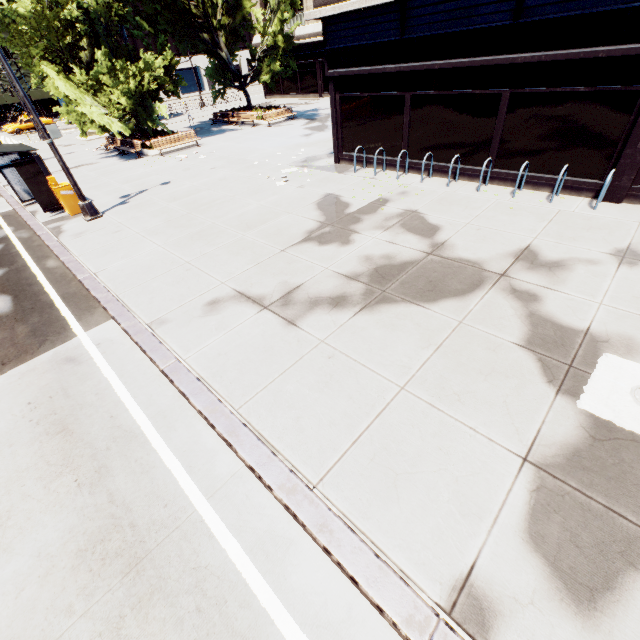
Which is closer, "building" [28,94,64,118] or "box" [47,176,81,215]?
"box" [47,176,81,215]

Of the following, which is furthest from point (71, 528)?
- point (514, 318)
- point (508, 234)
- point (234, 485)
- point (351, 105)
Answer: point (351, 105)

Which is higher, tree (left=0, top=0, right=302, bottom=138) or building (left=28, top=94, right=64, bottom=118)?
tree (left=0, top=0, right=302, bottom=138)

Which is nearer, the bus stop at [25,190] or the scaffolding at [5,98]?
the bus stop at [25,190]

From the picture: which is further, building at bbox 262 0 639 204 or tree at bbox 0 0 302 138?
tree at bbox 0 0 302 138

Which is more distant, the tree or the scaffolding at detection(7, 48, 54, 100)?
the scaffolding at detection(7, 48, 54, 100)

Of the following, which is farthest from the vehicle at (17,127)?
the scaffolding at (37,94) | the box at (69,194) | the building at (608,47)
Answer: the box at (69,194)

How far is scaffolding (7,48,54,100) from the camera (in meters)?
45.95
